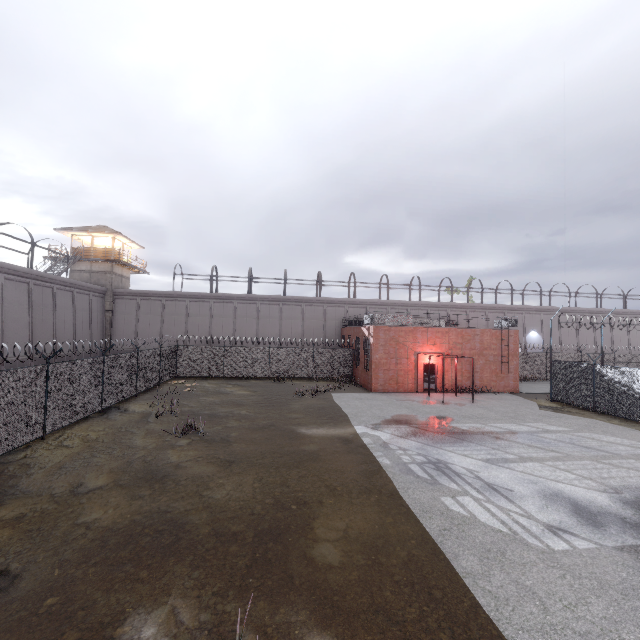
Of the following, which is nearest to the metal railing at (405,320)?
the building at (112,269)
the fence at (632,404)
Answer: the fence at (632,404)

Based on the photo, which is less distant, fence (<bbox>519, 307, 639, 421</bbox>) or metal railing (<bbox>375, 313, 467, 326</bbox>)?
fence (<bbox>519, 307, 639, 421</bbox>)

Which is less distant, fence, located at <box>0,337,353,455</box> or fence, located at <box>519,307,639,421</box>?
fence, located at <box>0,337,353,455</box>

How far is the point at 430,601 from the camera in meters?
5.3 m

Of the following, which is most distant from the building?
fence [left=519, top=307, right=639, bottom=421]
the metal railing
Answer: the metal railing

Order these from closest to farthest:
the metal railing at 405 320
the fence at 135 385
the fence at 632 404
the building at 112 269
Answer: the fence at 135 385 < the fence at 632 404 < the metal railing at 405 320 < the building at 112 269

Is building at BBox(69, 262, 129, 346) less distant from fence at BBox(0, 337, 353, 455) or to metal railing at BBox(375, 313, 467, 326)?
fence at BBox(0, 337, 353, 455)

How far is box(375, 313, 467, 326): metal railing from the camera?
24.4 meters
